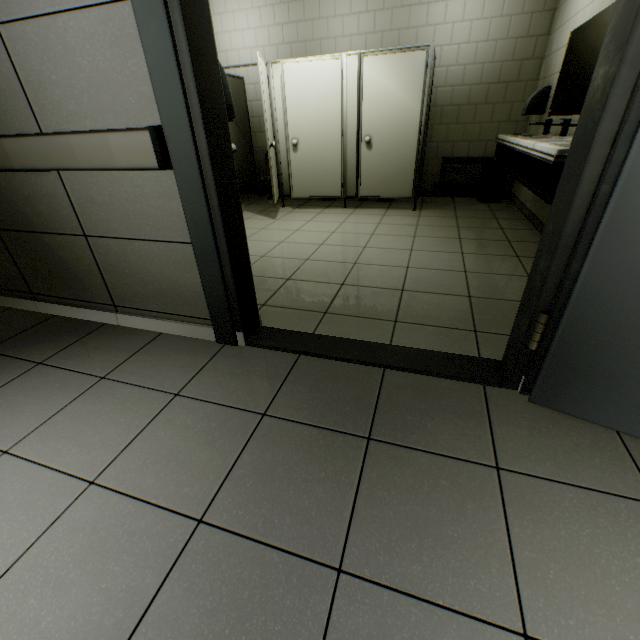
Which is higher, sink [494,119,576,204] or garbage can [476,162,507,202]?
sink [494,119,576,204]

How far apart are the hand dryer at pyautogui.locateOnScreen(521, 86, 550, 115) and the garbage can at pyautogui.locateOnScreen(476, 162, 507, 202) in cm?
63

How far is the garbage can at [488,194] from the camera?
4.9m

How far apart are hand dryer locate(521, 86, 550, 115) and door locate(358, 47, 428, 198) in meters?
1.4 m

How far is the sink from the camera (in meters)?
2.04

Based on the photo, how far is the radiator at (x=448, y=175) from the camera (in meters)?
5.26

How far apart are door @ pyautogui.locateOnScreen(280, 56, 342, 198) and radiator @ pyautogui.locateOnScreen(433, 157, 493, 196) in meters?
1.8

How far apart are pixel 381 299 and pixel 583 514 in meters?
1.7 m
